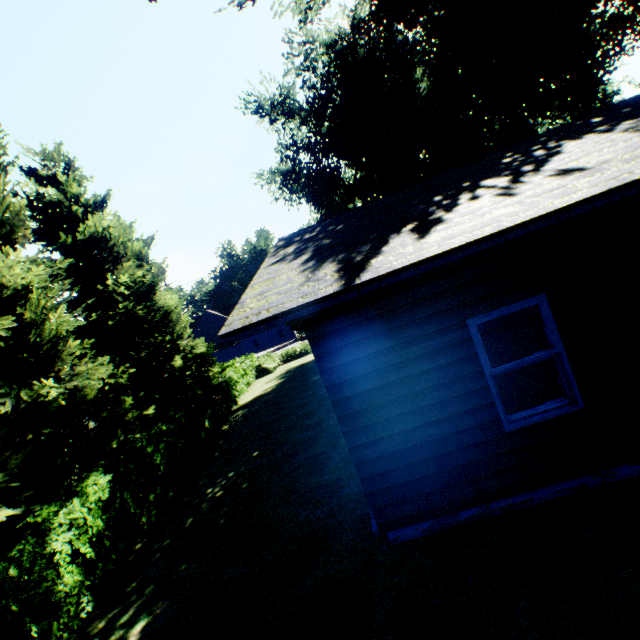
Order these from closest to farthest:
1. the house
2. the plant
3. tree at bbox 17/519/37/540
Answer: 1. the house
2. tree at bbox 17/519/37/540
3. the plant

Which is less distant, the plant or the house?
the house

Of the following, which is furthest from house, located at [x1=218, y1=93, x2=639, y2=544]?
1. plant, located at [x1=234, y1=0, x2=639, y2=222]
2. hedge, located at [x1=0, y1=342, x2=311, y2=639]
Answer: hedge, located at [x1=0, y1=342, x2=311, y2=639]

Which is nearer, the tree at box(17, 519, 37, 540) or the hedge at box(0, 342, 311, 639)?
the hedge at box(0, 342, 311, 639)

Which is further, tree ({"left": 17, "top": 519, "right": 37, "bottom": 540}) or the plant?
the plant

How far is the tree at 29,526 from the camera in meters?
6.3

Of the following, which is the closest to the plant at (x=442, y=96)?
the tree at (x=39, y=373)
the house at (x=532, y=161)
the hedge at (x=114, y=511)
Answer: the tree at (x=39, y=373)

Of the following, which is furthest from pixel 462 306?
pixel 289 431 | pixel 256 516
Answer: pixel 289 431
